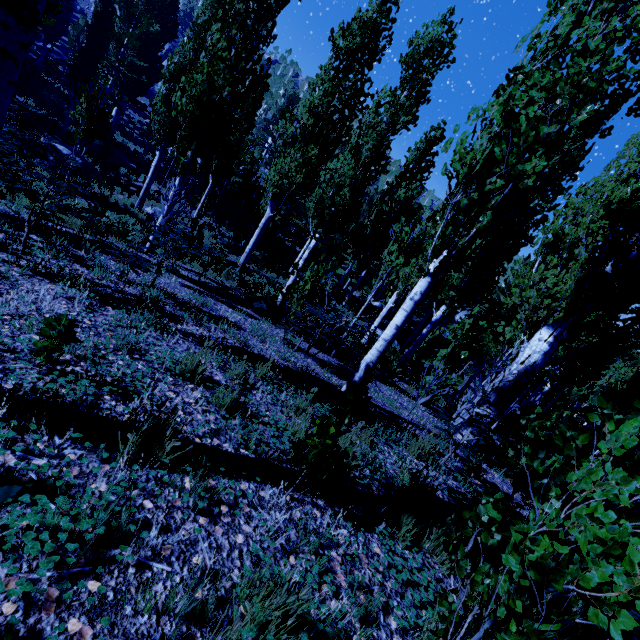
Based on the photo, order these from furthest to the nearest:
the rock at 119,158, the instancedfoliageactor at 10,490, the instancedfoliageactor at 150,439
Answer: the rock at 119,158
the instancedfoliageactor at 150,439
the instancedfoliageactor at 10,490

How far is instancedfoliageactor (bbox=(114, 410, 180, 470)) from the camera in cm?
185

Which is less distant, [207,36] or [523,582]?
[523,582]

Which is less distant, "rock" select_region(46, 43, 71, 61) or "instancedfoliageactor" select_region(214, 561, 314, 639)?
"instancedfoliageactor" select_region(214, 561, 314, 639)

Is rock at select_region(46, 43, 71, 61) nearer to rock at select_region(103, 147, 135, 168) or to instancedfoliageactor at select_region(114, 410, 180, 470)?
instancedfoliageactor at select_region(114, 410, 180, 470)

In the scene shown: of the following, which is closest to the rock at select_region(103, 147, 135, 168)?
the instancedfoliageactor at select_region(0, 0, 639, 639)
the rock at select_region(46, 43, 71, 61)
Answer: the instancedfoliageactor at select_region(0, 0, 639, 639)

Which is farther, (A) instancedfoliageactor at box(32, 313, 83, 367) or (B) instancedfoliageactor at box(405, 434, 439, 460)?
(B) instancedfoliageactor at box(405, 434, 439, 460)

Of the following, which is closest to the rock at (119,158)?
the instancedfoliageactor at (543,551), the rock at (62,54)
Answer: the instancedfoliageactor at (543,551)
